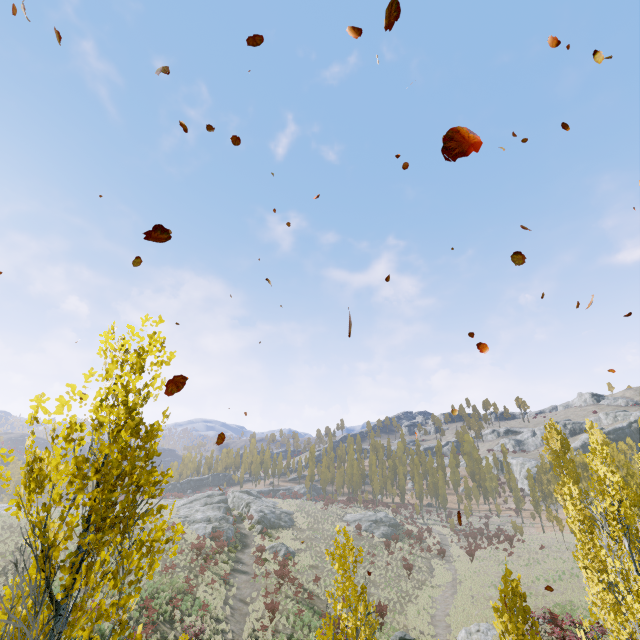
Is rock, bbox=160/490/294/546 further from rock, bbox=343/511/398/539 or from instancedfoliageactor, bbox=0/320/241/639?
instancedfoliageactor, bbox=0/320/241/639

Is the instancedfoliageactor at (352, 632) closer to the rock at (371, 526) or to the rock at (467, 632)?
the rock at (467, 632)

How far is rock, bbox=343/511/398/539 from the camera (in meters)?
48.62

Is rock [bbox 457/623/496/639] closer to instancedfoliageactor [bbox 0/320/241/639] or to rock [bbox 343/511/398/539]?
instancedfoliageactor [bbox 0/320/241/639]

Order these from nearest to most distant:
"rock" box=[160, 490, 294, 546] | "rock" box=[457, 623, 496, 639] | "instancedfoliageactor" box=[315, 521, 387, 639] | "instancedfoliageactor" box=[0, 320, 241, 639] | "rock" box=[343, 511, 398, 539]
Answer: "instancedfoliageactor" box=[0, 320, 241, 639] < "instancedfoliageactor" box=[315, 521, 387, 639] < "rock" box=[457, 623, 496, 639] < "rock" box=[160, 490, 294, 546] < "rock" box=[343, 511, 398, 539]

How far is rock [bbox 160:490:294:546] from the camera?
38.5m

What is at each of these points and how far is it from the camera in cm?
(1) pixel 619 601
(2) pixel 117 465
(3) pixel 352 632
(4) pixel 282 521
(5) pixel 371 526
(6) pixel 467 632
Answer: (1) instancedfoliageactor, 954
(2) instancedfoliageactor, 362
(3) instancedfoliageactor, 664
(4) rock, 4644
(5) rock, 5044
(6) rock, 2114

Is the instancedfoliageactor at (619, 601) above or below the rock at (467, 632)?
above
